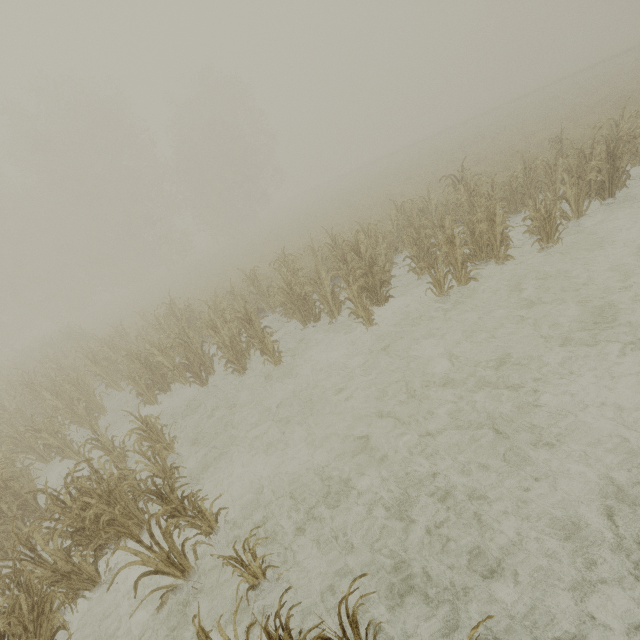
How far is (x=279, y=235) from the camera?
23.83m
